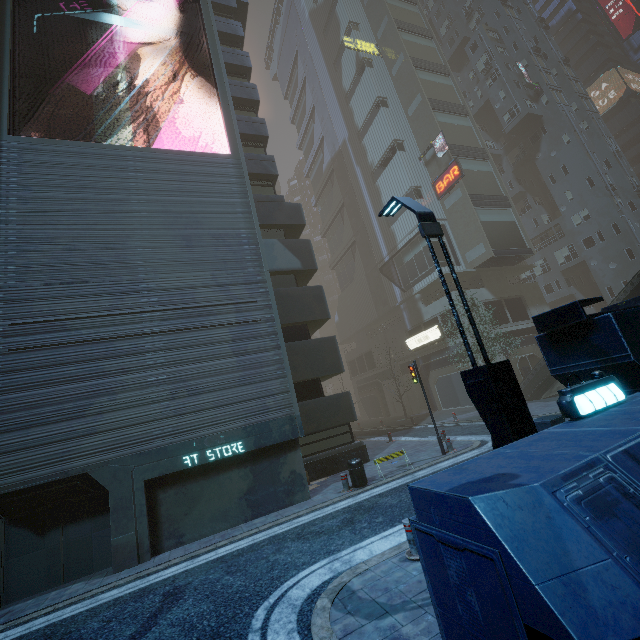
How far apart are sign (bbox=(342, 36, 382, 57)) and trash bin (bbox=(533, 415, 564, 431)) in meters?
43.7

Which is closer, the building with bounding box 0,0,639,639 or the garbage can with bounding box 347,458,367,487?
the building with bounding box 0,0,639,639

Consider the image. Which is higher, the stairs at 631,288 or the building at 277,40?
the building at 277,40

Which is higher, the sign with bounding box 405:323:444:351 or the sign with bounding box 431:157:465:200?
the sign with bounding box 431:157:465:200

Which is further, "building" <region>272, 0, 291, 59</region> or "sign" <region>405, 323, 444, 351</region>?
"building" <region>272, 0, 291, 59</region>

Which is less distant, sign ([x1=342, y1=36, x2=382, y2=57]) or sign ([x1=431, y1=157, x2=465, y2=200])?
sign ([x1=431, y1=157, x2=465, y2=200])

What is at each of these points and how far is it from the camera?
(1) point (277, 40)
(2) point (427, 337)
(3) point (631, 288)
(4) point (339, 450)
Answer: (1) building, 59.78m
(2) sign, 31.59m
(3) stairs, 17.12m
(4) building, 15.29m

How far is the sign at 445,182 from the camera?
30.1 meters
